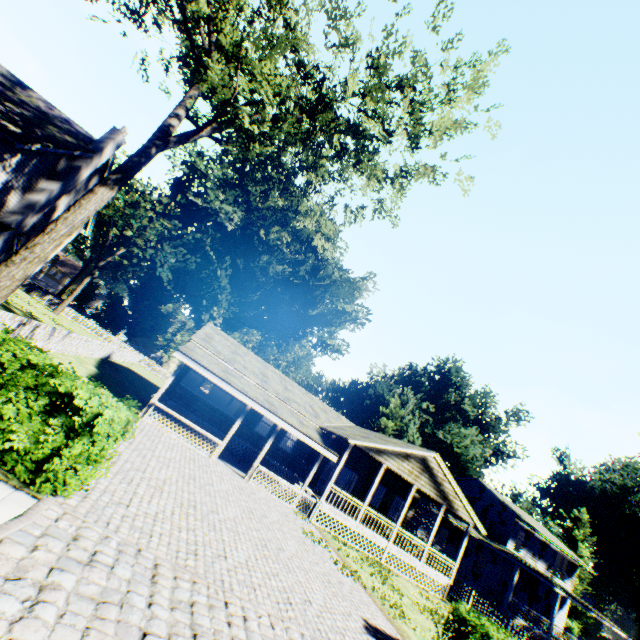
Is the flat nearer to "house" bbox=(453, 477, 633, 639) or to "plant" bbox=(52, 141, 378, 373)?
"house" bbox=(453, 477, 633, 639)

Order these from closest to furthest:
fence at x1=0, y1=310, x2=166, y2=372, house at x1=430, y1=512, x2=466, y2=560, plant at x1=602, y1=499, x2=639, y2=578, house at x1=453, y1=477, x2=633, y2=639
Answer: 1. fence at x1=0, y1=310, x2=166, y2=372
2. house at x1=453, y1=477, x2=633, y2=639
3. house at x1=430, y1=512, x2=466, y2=560
4. plant at x1=602, y1=499, x2=639, y2=578

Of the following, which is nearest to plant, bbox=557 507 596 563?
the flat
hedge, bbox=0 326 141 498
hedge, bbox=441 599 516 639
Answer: the flat

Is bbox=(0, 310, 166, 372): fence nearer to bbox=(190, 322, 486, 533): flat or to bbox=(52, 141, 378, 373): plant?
bbox=(52, 141, 378, 373): plant

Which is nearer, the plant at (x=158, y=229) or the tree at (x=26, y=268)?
the tree at (x=26, y=268)

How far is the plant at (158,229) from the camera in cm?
3894

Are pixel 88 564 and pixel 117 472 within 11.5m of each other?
yes

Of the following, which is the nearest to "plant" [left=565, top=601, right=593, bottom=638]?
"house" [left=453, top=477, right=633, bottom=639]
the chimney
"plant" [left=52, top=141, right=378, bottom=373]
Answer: "plant" [left=52, top=141, right=378, bottom=373]
